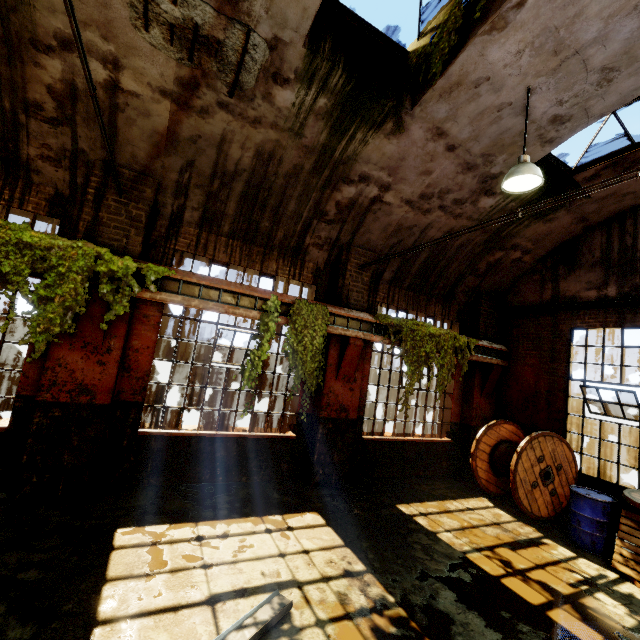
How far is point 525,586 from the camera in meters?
4.6

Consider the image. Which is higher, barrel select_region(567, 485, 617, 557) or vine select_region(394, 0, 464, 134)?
vine select_region(394, 0, 464, 134)

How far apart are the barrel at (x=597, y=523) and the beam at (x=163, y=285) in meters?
6.9 m

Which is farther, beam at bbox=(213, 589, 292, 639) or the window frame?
the window frame

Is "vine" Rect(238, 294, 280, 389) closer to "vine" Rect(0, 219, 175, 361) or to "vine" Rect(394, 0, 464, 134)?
"vine" Rect(0, 219, 175, 361)

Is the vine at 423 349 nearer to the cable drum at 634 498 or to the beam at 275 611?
the cable drum at 634 498

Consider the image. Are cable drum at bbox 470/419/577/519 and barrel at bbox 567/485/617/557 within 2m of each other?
yes

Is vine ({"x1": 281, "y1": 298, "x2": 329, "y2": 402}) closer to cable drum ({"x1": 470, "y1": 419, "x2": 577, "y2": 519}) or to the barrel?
cable drum ({"x1": 470, "y1": 419, "x2": 577, "y2": 519})
